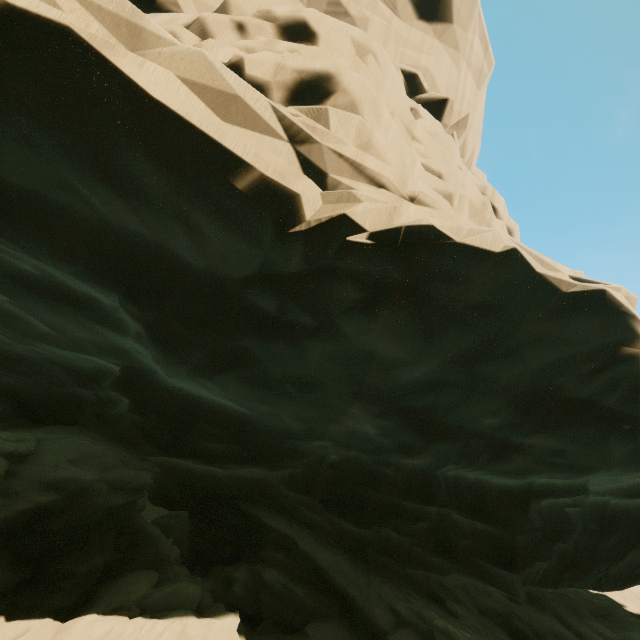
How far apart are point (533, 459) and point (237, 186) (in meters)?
8.69
